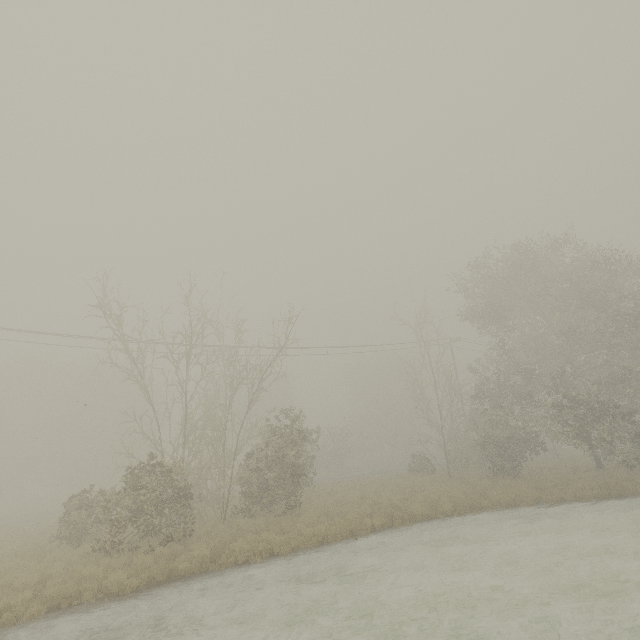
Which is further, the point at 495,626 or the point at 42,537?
the point at 42,537
